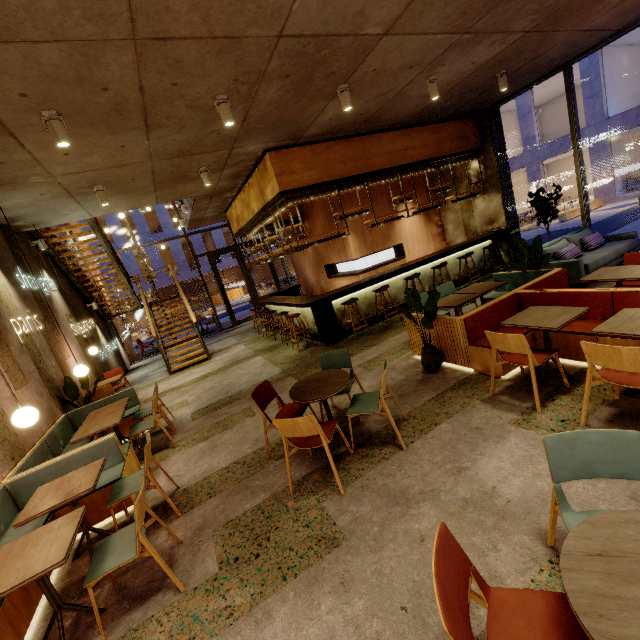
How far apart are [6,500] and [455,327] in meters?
5.8

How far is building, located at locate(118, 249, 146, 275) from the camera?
27.8m

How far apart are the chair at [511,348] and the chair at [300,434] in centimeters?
105cm

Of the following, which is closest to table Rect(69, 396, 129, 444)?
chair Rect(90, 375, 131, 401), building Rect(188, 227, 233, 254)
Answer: chair Rect(90, 375, 131, 401)

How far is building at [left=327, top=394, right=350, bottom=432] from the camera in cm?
425

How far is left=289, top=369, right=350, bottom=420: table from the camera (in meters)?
→ 3.48

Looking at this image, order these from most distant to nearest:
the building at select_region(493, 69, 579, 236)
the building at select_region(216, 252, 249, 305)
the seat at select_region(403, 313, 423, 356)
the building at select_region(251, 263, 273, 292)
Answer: the building at select_region(251, 263, 273, 292) → the building at select_region(216, 252, 249, 305) → the building at select_region(493, 69, 579, 236) → the seat at select_region(403, 313, 423, 356)

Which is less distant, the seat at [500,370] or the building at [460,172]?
the seat at [500,370]
